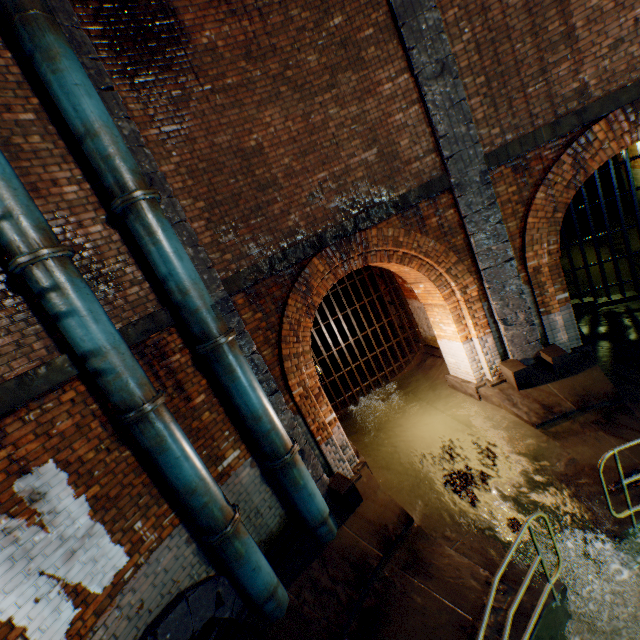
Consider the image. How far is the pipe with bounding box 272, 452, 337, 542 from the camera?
5.1m

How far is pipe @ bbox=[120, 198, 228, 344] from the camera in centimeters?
417cm

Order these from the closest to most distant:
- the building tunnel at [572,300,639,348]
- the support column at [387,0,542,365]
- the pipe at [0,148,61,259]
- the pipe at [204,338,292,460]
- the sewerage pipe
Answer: the pipe at [0,148,61,259], the sewerage pipe, the pipe at [204,338,292,460], the support column at [387,0,542,365], the building tunnel at [572,300,639,348]

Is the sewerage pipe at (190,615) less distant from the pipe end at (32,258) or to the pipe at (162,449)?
the pipe at (162,449)

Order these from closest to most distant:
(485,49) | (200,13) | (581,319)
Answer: (200,13), (485,49), (581,319)

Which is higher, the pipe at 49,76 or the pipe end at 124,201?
the pipe at 49,76

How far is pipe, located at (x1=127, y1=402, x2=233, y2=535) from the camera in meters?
3.9 m

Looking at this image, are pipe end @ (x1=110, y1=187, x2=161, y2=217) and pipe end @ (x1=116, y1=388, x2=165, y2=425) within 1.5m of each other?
no
